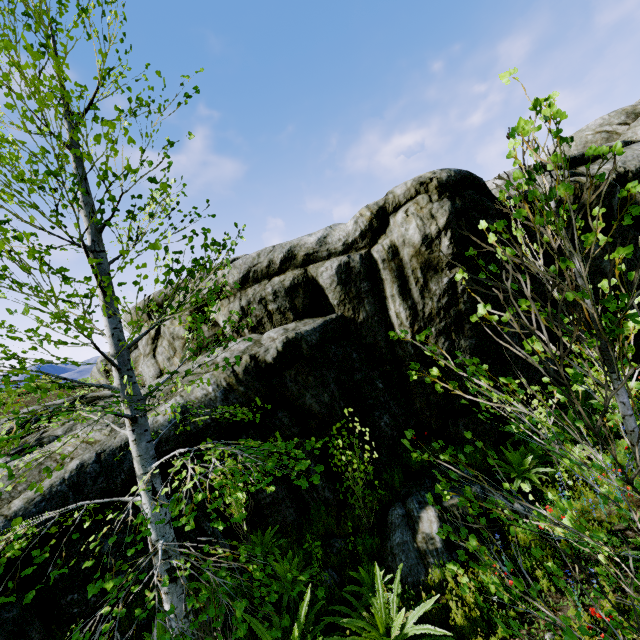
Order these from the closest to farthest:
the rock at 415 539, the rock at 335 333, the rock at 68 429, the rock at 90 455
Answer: the rock at 90 455, the rock at 415 539, the rock at 68 429, the rock at 335 333

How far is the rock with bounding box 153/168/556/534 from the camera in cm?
717

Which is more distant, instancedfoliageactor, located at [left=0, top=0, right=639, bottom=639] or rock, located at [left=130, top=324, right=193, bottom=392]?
rock, located at [left=130, top=324, right=193, bottom=392]

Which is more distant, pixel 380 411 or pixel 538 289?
pixel 538 289

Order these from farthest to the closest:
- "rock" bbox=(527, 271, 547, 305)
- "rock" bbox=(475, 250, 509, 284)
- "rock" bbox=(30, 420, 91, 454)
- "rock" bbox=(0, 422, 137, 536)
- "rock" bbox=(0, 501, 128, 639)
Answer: "rock" bbox=(527, 271, 547, 305) → "rock" bbox=(475, 250, 509, 284) → "rock" bbox=(30, 420, 91, 454) → "rock" bbox=(0, 422, 137, 536) → "rock" bbox=(0, 501, 128, 639)

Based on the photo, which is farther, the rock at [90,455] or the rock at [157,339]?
the rock at [157,339]

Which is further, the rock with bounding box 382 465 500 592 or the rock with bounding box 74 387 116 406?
the rock with bounding box 74 387 116 406
